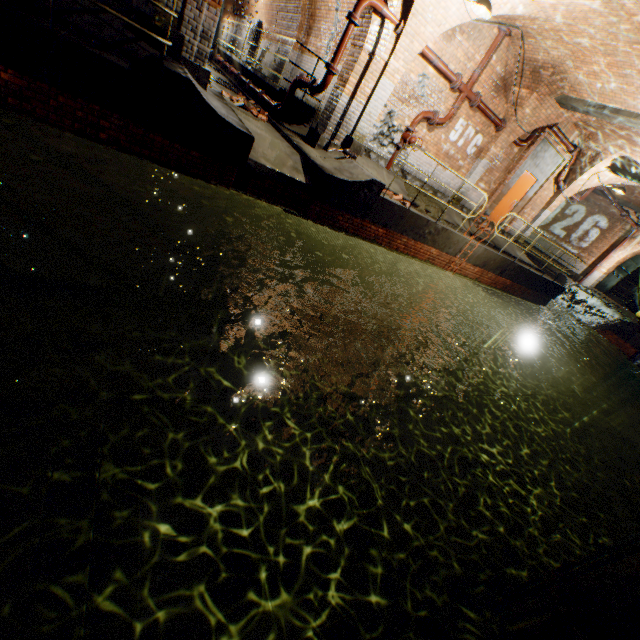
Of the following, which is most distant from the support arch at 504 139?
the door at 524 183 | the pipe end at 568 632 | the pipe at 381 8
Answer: the pipe end at 568 632

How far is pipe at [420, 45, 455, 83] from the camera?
8.2m

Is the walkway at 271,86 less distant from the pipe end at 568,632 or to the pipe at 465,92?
the pipe at 465,92

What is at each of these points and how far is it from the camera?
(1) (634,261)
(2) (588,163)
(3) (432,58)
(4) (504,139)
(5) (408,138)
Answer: (1) building tunnel, 21.5m
(2) support arch, 12.4m
(3) pipe, 8.3m
(4) support arch, 10.7m
(5) valve, 9.3m

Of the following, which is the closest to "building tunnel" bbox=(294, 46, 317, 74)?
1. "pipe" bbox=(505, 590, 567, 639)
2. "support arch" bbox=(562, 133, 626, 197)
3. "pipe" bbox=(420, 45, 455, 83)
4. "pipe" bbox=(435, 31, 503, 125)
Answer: "pipe" bbox=(420, 45, 455, 83)

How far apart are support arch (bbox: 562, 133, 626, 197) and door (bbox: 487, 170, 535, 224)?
1.6 meters

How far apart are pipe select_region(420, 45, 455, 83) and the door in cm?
532

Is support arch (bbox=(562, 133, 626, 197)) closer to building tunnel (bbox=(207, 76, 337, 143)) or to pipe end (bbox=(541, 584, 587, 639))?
building tunnel (bbox=(207, 76, 337, 143))
